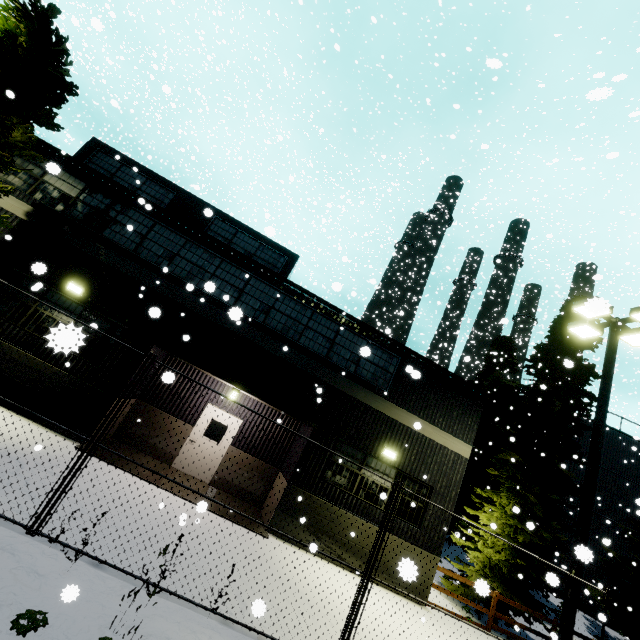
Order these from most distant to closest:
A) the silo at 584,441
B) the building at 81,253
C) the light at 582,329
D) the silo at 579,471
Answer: the silo at 584,441, the silo at 579,471, the building at 81,253, the light at 582,329

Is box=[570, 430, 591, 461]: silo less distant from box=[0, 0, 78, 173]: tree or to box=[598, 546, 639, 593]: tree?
box=[598, 546, 639, 593]: tree

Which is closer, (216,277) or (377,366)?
(216,277)

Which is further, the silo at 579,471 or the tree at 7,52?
the silo at 579,471

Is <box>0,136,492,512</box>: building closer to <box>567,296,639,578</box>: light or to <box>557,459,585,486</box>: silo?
<box>557,459,585,486</box>: silo

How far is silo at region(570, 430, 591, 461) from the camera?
23.14m

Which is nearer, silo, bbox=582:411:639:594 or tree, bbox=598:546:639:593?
tree, bbox=598:546:639:593

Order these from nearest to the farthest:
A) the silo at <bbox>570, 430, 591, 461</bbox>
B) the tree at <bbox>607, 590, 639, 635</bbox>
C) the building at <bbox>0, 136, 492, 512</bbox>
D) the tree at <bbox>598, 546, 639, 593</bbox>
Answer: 1. the building at <bbox>0, 136, 492, 512</bbox>
2. the tree at <bbox>607, 590, 639, 635</bbox>
3. the tree at <bbox>598, 546, 639, 593</bbox>
4. the silo at <bbox>570, 430, 591, 461</bbox>
